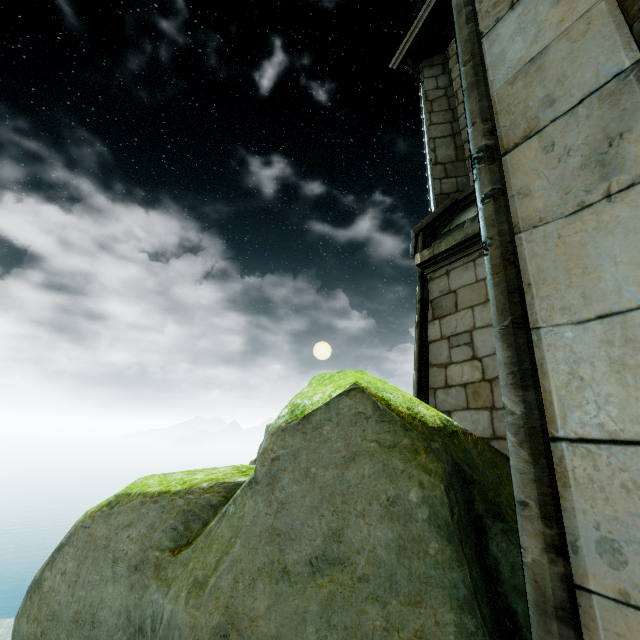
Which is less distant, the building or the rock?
the building

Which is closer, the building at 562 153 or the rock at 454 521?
Answer: the building at 562 153

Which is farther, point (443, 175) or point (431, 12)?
point (431, 12)
